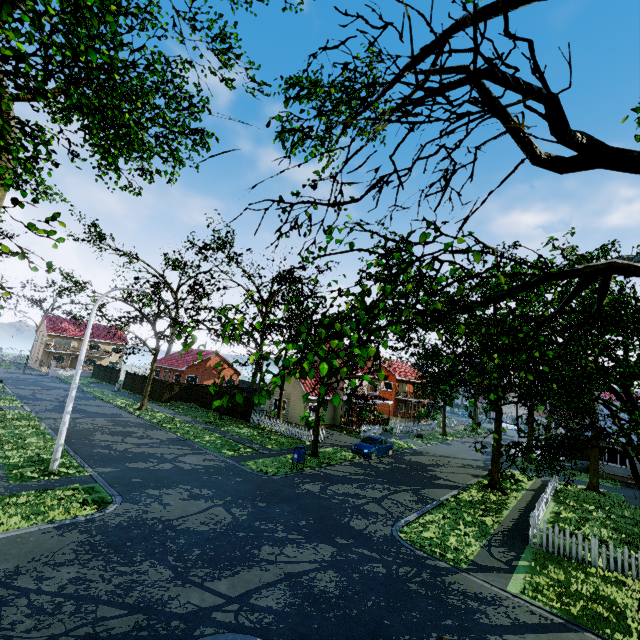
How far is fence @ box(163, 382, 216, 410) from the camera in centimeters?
3603cm

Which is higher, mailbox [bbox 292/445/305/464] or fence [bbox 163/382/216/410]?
fence [bbox 163/382/216/410]

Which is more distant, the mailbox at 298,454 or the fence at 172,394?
the fence at 172,394

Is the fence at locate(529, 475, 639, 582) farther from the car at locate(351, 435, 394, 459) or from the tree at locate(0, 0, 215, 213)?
the car at locate(351, 435, 394, 459)

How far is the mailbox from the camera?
19.2 meters

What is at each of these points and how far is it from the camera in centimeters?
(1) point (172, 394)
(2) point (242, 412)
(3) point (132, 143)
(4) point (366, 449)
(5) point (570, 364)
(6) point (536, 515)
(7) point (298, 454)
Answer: (1) fence, 3759cm
(2) fence, 3194cm
(3) tree, 2386cm
(4) car, 2392cm
(5) tree, 805cm
(6) fence, 1455cm
(7) mailbox, 1920cm

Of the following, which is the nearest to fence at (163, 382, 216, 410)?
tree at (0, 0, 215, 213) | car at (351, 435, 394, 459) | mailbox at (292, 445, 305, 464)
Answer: tree at (0, 0, 215, 213)

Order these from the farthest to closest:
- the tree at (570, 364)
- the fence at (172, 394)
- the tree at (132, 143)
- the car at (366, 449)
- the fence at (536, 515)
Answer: the fence at (172, 394)
the car at (366, 449)
the fence at (536, 515)
the tree at (132, 143)
the tree at (570, 364)
